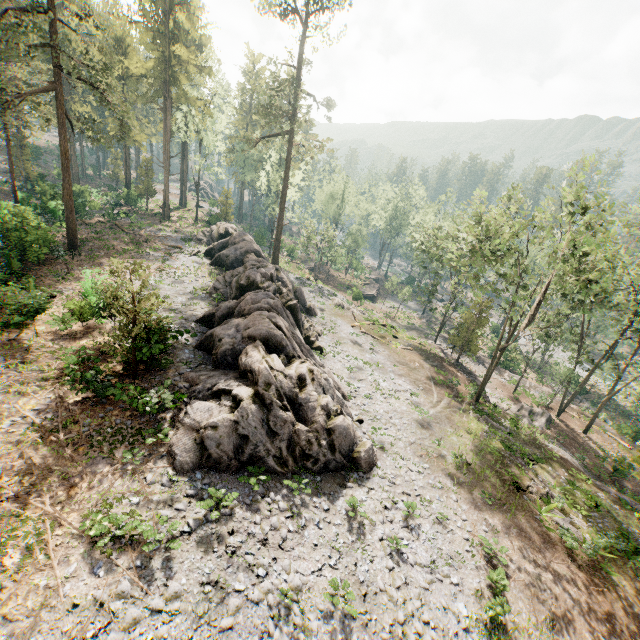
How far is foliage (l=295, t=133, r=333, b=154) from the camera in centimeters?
3925cm

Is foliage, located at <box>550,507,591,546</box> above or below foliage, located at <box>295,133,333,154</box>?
below

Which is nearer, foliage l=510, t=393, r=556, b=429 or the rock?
the rock

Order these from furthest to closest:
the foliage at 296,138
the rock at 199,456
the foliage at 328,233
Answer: the foliage at 328,233, the foliage at 296,138, the rock at 199,456

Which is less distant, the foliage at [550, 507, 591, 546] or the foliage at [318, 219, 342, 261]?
the foliage at [550, 507, 591, 546]

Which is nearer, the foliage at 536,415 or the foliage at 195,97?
the foliage at 195,97

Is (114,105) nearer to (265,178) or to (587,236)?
(265,178)

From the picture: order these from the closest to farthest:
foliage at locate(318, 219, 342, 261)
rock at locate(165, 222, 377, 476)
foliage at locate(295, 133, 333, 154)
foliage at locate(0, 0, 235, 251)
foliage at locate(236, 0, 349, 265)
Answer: rock at locate(165, 222, 377, 476)
foliage at locate(0, 0, 235, 251)
foliage at locate(236, 0, 349, 265)
foliage at locate(295, 133, 333, 154)
foliage at locate(318, 219, 342, 261)
